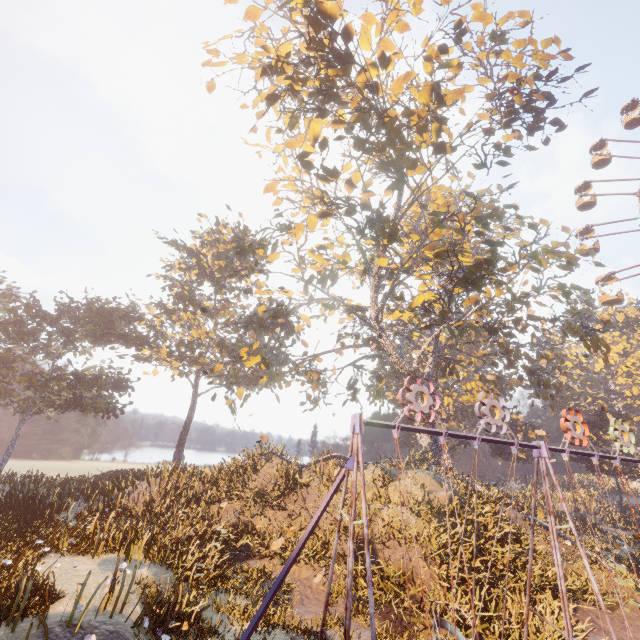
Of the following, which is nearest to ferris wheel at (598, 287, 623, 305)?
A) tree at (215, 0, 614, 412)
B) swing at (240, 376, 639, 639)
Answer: tree at (215, 0, 614, 412)

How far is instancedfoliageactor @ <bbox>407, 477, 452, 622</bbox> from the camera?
11.84m

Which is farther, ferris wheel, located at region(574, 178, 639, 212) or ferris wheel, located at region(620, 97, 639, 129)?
ferris wheel, located at region(620, 97, 639, 129)

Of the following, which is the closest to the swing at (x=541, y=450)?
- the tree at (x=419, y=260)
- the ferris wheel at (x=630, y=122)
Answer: the tree at (x=419, y=260)

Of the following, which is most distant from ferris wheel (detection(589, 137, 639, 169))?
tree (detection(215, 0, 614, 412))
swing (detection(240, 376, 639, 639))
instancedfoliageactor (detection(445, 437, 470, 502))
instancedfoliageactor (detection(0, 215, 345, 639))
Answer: instancedfoliageactor (detection(0, 215, 345, 639))

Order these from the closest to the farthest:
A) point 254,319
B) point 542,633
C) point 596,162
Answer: point 542,633 → point 596,162 → point 254,319

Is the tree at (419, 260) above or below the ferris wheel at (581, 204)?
below

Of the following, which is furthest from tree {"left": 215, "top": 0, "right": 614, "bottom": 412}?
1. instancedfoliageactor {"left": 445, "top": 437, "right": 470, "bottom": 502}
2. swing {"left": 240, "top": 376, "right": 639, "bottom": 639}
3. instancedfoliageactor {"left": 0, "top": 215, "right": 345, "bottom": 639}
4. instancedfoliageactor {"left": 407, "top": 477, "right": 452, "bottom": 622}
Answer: swing {"left": 240, "top": 376, "right": 639, "bottom": 639}
